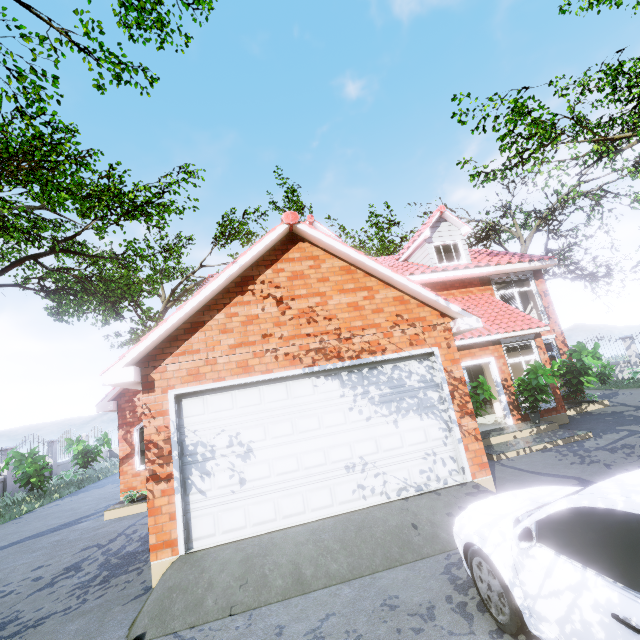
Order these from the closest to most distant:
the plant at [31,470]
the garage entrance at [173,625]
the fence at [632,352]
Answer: the garage entrance at [173,625]
the plant at [31,470]
the fence at [632,352]

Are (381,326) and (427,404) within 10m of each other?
yes

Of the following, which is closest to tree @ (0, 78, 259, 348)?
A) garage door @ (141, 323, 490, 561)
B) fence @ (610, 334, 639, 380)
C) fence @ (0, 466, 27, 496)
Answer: fence @ (610, 334, 639, 380)

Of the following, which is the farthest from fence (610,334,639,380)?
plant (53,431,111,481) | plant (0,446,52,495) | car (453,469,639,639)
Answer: plant (53,431,111,481)

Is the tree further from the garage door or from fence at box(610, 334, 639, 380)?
the garage door

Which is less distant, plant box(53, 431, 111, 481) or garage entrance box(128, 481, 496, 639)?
garage entrance box(128, 481, 496, 639)

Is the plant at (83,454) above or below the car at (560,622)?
above

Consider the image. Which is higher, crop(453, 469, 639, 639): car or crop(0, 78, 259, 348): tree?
crop(0, 78, 259, 348): tree
